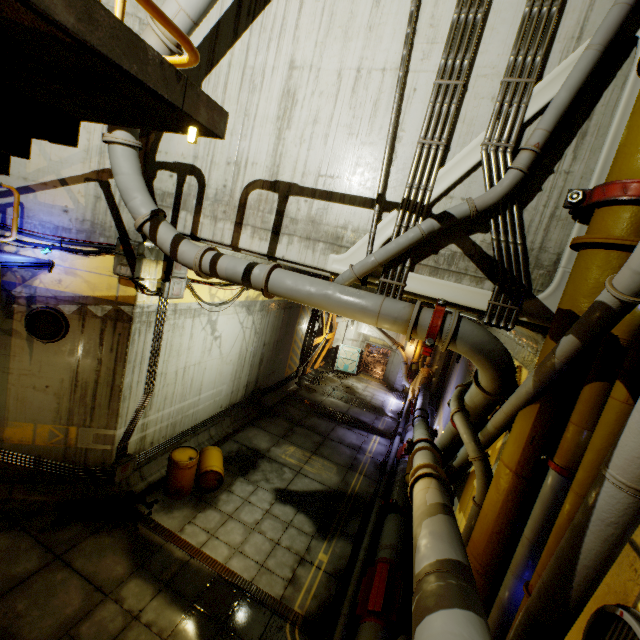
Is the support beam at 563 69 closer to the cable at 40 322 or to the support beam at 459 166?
the support beam at 459 166

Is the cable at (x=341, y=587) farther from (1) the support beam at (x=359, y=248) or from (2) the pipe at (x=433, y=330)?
(1) the support beam at (x=359, y=248)

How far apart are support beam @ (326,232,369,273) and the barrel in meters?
6.9 m

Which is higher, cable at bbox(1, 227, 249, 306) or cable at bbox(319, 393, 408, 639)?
cable at bbox(1, 227, 249, 306)

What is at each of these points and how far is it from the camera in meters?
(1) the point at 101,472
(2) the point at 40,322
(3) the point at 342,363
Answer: (1) pipe, 8.2 m
(2) cable, 7.1 m
(3) door, 23.7 m

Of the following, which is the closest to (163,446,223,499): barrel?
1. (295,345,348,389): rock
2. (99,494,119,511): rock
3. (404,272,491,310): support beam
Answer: (99,494,119,511): rock

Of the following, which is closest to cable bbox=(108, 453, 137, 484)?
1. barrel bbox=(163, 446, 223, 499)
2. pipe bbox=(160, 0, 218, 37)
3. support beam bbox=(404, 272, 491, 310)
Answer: barrel bbox=(163, 446, 223, 499)

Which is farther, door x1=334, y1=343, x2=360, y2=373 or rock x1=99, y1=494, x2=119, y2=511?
door x1=334, y1=343, x2=360, y2=373
